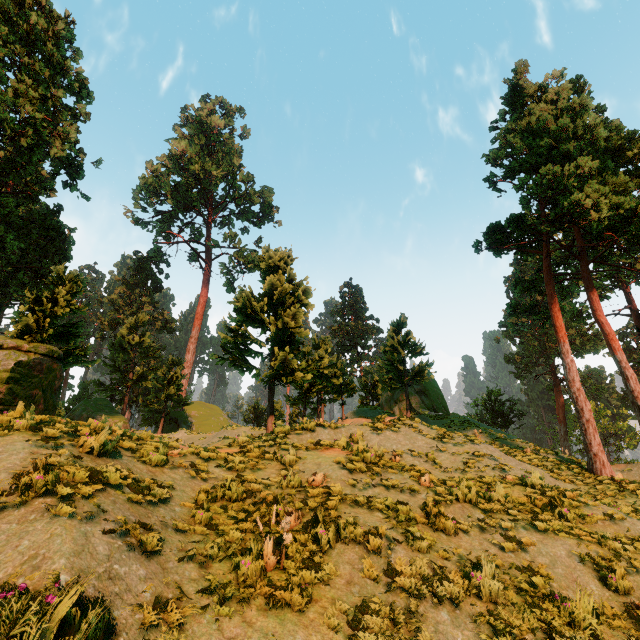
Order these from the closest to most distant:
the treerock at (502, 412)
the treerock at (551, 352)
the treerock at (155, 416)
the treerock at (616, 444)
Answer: the treerock at (155, 416), the treerock at (551, 352), the treerock at (502, 412), the treerock at (616, 444)

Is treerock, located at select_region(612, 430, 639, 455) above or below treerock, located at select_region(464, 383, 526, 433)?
below

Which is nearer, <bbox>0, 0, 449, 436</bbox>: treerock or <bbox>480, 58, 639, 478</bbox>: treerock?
<bbox>0, 0, 449, 436</bbox>: treerock

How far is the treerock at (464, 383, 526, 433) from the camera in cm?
3753

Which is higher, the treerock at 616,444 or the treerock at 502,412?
the treerock at 502,412

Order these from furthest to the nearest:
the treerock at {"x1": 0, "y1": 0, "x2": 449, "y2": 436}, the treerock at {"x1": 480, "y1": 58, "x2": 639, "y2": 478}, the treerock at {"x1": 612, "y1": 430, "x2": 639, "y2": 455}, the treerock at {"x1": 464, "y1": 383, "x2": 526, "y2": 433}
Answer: the treerock at {"x1": 612, "y1": 430, "x2": 639, "y2": 455}, the treerock at {"x1": 464, "y1": 383, "x2": 526, "y2": 433}, the treerock at {"x1": 480, "y1": 58, "x2": 639, "y2": 478}, the treerock at {"x1": 0, "y1": 0, "x2": 449, "y2": 436}

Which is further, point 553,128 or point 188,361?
point 188,361
